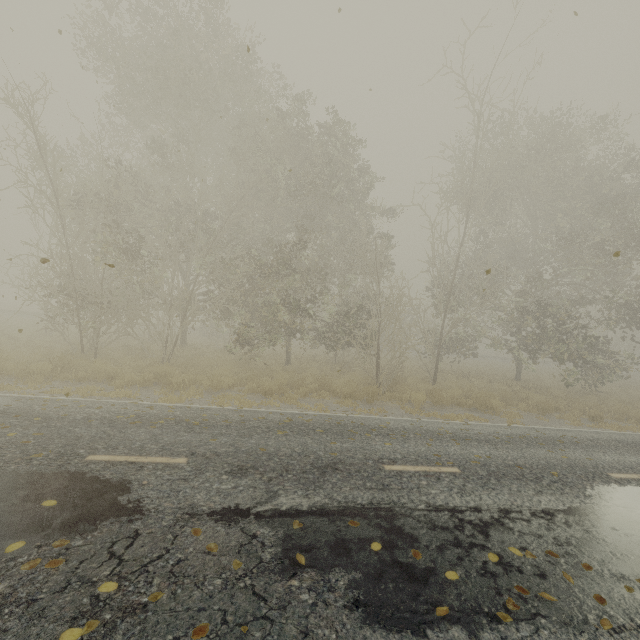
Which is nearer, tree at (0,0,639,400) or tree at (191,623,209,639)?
tree at (191,623,209,639)

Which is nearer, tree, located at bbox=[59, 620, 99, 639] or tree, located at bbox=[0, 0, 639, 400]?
tree, located at bbox=[59, 620, 99, 639]

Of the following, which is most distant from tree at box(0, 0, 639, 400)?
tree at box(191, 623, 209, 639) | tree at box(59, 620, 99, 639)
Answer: tree at box(59, 620, 99, 639)

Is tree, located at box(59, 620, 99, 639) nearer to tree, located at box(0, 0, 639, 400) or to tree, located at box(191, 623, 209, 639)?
tree, located at box(191, 623, 209, 639)

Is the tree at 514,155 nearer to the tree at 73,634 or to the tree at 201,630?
the tree at 201,630

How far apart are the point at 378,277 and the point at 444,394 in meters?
6.0 m

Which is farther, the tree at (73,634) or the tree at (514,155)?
the tree at (514,155)
